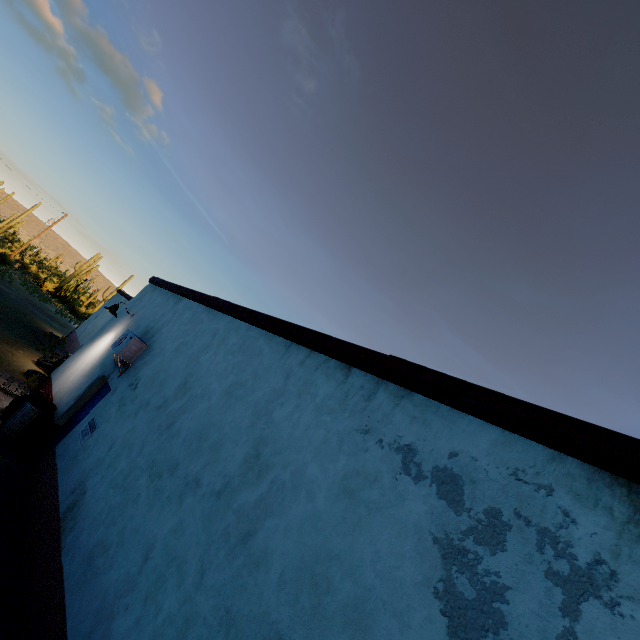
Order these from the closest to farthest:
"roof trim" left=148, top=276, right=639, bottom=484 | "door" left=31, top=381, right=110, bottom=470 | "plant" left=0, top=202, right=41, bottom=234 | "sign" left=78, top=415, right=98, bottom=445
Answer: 1. "roof trim" left=148, top=276, right=639, bottom=484
2. "sign" left=78, top=415, right=98, bottom=445
3. "door" left=31, top=381, right=110, bottom=470
4. "plant" left=0, top=202, right=41, bottom=234

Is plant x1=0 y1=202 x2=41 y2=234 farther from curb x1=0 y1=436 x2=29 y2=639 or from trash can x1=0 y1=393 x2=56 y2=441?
trash can x1=0 y1=393 x2=56 y2=441

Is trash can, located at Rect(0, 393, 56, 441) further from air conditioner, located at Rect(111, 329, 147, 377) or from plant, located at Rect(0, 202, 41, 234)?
plant, located at Rect(0, 202, 41, 234)

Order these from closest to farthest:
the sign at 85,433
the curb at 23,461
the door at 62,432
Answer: the curb at 23,461, the sign at 85,433, the door at 62,432

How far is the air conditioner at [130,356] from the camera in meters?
7.1

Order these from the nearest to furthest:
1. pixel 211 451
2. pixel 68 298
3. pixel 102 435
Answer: pixel 211 451 → pixel 102 435 → pixel 68 298

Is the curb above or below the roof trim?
below

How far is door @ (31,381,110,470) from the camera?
6.89m
